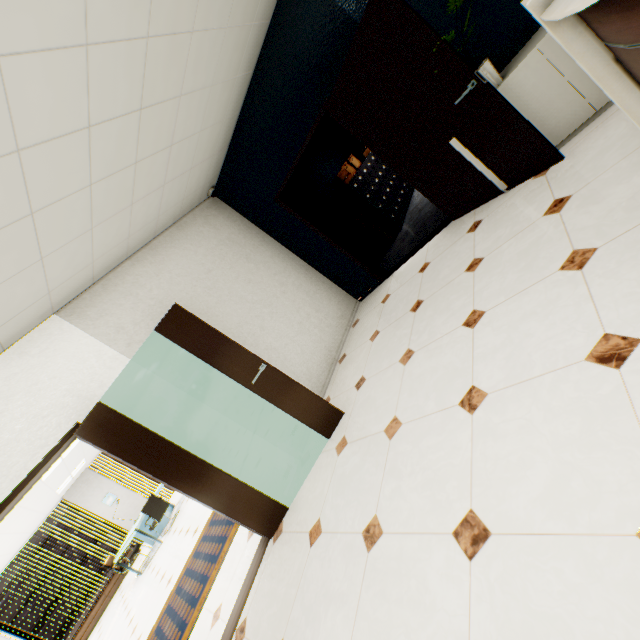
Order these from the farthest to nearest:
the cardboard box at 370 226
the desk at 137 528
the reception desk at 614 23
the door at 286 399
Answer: the desk at 137 528 → the cardboard box at 370 226 → the door at 286 399 → the reception desk at 614 23

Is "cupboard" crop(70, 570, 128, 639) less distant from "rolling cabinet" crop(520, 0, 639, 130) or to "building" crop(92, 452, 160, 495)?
"rolling cabinet" crop(520, 0, 639, 130)

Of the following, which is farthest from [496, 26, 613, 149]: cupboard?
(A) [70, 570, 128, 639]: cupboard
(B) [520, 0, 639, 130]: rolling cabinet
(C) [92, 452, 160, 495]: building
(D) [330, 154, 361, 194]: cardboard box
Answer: (C) [92, 452, 160, 495]: building

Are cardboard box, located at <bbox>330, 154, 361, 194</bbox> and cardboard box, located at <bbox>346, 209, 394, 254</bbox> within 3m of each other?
yes

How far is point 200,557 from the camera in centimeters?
467cm

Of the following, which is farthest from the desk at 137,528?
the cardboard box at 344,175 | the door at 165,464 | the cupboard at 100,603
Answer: the cardboard box at 344,175

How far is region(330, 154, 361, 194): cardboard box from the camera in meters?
6.3

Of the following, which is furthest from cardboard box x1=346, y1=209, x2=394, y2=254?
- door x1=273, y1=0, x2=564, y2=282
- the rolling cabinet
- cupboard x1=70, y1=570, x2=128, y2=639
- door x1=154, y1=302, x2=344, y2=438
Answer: cupboard x1=70, y1=570, x2=128, y2=639
